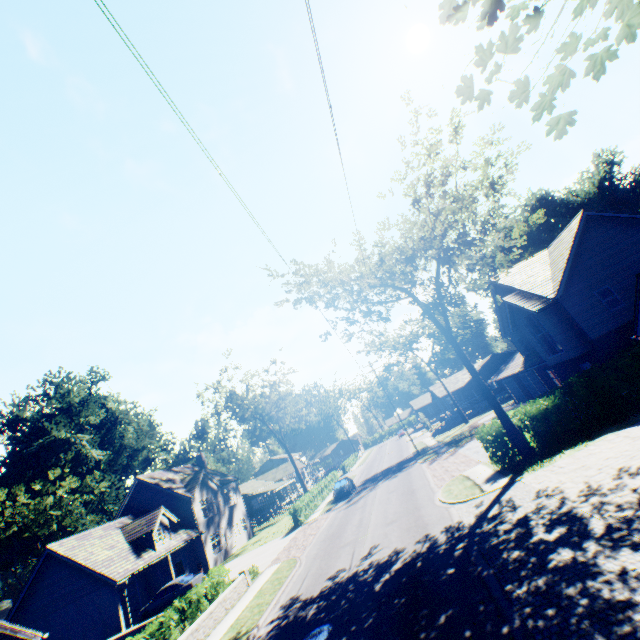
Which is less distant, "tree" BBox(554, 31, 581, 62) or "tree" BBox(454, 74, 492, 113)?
"tree" BBox(554, 31, 581, 62)

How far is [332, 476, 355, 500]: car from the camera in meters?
32.8 m

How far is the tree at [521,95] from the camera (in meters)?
3.29

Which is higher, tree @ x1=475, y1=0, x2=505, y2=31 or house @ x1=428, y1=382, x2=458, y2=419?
tree @ x1=475, y1=0, x2=505, y2=31

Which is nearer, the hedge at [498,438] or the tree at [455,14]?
the tree at [455,14]

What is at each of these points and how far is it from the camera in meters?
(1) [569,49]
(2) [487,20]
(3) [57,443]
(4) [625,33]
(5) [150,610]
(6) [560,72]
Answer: (1) tree, 3.0
(2) tree, 3.4
(3) plant, 47.5
(4) tree, 2.7
(5) car, 23.0
(6) tree, 3.1

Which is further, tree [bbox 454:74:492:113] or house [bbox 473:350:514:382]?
house [bbox 473:350:514:382]

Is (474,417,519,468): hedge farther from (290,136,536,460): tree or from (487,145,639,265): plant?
(487,145,639,265): plant
